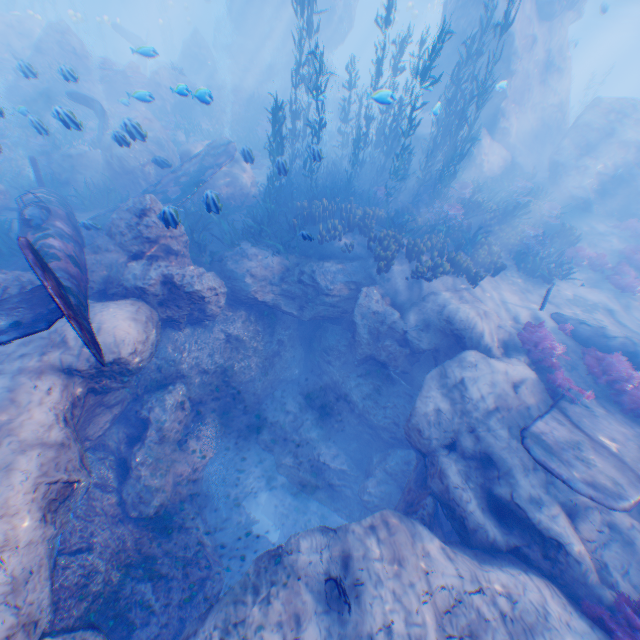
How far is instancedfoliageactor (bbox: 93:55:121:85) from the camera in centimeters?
1819cm

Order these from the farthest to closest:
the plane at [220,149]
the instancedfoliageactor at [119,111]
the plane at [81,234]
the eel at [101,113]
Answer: the eel at [101,113]
the instancedfoliageactor at [119,111]
the plane at [220,149]
the plane at [81,234]

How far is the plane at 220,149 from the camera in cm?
1070

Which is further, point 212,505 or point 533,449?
point 212,505

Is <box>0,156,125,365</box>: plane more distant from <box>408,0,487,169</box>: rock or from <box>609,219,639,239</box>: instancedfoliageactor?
<box>609,219,639,239</box>: instancedfoliageactor

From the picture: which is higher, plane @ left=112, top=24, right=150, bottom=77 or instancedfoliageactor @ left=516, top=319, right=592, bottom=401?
plane @ left=112, top=24, right=150, bottom=77

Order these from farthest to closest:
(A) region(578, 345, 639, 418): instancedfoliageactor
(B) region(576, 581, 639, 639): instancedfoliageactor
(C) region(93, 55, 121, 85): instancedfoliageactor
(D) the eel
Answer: (C) region(93, 55, 121, 85): instancedfoliageactor, (D) the eel, (A) region(578, 345, 639, 418): instancedfoliageactor, (B) region(576, 581, 639, 639): instancedfoliageactor

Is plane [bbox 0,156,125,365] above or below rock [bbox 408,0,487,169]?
below
